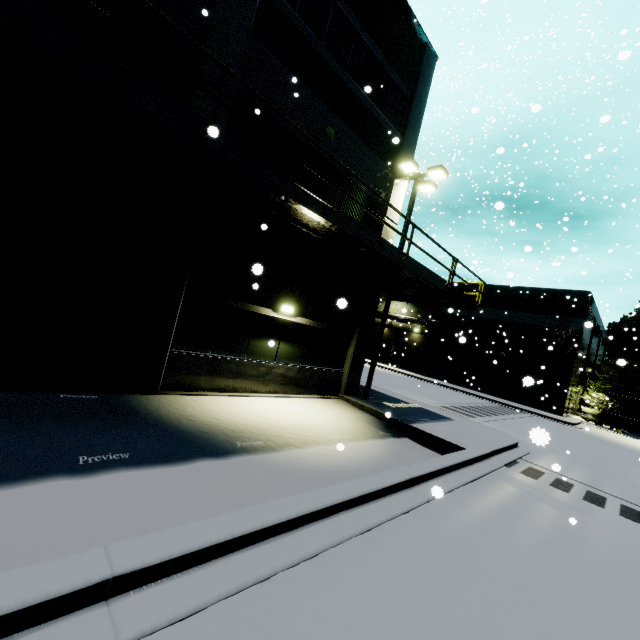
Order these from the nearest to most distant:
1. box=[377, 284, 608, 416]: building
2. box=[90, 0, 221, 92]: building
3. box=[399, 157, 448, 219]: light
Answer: box=[90, 0, 221, 92]: building → box=[399, 157, 448, 219]: light → box=[377, 284, 608, 416]: building

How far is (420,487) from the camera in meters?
6.2

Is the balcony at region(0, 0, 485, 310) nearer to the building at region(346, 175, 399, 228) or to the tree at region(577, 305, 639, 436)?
the building at region(346, 175, 399, 228)

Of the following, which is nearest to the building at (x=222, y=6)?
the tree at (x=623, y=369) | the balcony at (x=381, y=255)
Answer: the balcony at (x=381, y=255)

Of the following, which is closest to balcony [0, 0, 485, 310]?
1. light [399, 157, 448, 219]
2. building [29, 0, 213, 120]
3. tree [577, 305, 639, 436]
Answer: building [29, 0, 213, 120]

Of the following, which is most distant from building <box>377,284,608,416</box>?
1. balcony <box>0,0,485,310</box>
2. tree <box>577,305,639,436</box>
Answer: tree <box>577,305,639,436</box>

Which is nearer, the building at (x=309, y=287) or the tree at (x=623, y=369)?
the building at (x=309, y=287)
